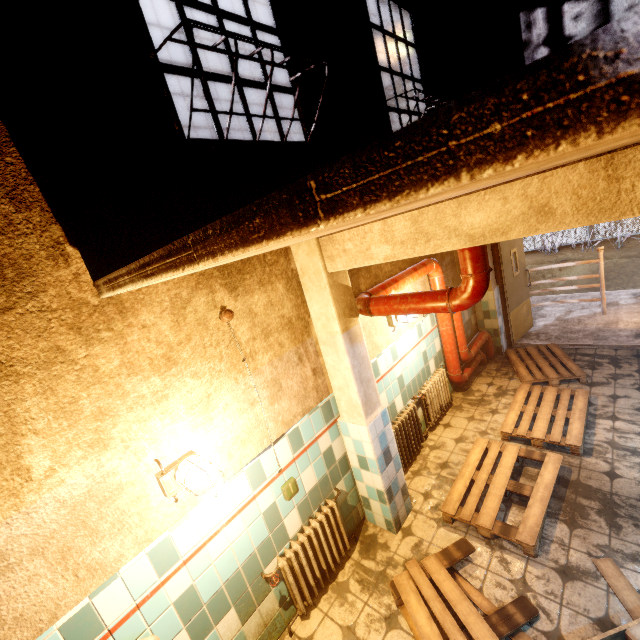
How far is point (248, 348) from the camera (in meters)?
2.54

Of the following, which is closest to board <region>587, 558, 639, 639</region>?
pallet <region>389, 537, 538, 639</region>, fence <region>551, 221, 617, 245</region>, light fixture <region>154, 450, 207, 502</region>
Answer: pallet <region>389, 537, 538, 639</region>

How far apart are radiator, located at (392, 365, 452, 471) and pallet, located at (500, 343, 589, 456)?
0.80m

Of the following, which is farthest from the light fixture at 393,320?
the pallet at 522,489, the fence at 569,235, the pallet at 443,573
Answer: the fence at 569,235

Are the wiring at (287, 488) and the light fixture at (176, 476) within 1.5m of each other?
yes

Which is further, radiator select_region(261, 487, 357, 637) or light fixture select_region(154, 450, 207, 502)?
radiator select_region(261, 487, 357, 637)

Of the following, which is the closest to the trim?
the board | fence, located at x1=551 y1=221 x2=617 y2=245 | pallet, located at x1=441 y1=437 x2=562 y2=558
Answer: fence, located at x1=551 y1=221 x2=617 y2=245

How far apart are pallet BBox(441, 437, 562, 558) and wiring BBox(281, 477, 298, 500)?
1.55m
